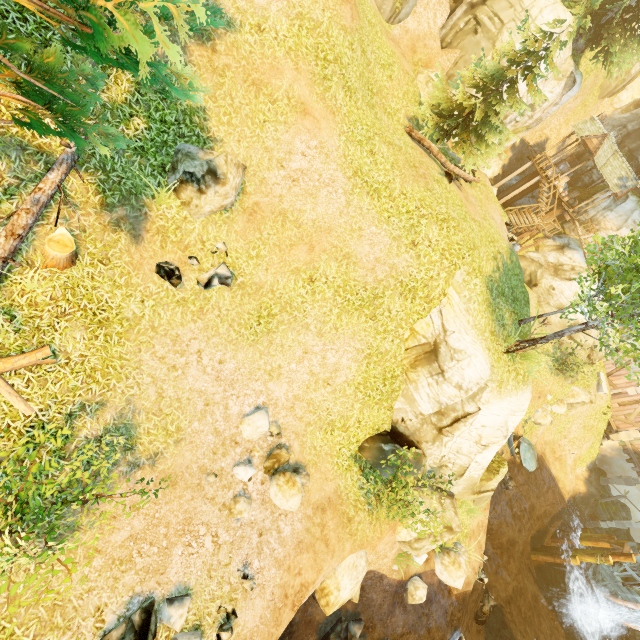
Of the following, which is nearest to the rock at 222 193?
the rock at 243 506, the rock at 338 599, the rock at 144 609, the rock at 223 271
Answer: the rock at 223 271

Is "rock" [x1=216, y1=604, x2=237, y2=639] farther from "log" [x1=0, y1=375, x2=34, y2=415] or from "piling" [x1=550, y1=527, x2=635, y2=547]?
"piling" [x1=550, y1=527, x2=635, y2=547]

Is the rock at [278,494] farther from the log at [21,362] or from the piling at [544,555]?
the piling at [544,555]

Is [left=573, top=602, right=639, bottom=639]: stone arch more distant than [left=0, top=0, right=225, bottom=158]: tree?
Yes

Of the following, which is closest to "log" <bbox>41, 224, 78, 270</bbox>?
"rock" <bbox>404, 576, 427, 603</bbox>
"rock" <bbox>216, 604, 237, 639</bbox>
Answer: "rock" <bbox>216, 604, 237, 639</bbox>

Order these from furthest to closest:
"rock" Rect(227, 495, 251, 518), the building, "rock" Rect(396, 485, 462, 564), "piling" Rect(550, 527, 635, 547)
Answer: the building < "piling" Rect(550, 527, 635, 547) < "rock" Rect(396, 485, 462, 564) < "rock" Rect(227, 495, 251, 518)

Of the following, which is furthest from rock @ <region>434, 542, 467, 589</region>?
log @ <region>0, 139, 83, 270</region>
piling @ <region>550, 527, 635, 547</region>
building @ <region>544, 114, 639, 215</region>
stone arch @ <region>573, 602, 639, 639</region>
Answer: building @ <region>544, 114, 639, 215</region>

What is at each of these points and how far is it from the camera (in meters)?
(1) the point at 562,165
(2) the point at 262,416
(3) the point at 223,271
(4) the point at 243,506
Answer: (1) box, 27.62
(2) rock, 9.98
(3) rock, 9.01
(4) rock, 8.67
